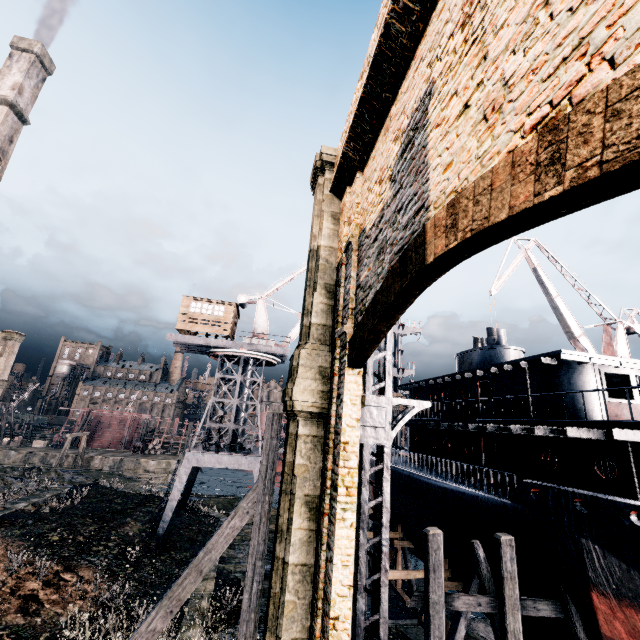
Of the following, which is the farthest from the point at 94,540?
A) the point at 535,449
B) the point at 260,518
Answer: the point at 535,449

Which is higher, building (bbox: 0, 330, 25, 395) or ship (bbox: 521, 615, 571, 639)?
building (bbox: 0, 330, 25, 395)

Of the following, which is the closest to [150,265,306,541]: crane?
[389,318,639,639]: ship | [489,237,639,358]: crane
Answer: [389,318,639,639]: ship

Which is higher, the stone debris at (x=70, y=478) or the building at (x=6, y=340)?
the building at (x=6, y=340)

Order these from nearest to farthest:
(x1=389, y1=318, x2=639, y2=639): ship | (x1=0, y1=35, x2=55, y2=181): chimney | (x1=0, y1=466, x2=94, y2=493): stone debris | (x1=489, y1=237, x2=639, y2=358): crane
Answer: (x1=389, y1=318, x2=639, y2=639): ship, (x1=0, y1=466, x2=94, y2=493): stone debris, (x1=489, y1=237, x2=639, y2=358): crane, (x1=0, y1=35, x2=55, y2=181): chimney

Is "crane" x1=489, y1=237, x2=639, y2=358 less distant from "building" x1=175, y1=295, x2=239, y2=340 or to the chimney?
"building" x1=175, y1=295, x2=239, y2=340

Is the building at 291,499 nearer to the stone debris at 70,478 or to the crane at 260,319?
the stone debris at 70,478

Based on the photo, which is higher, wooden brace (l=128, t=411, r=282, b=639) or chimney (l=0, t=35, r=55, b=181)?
chimney (l=0, t=35, r=55, b=181)
